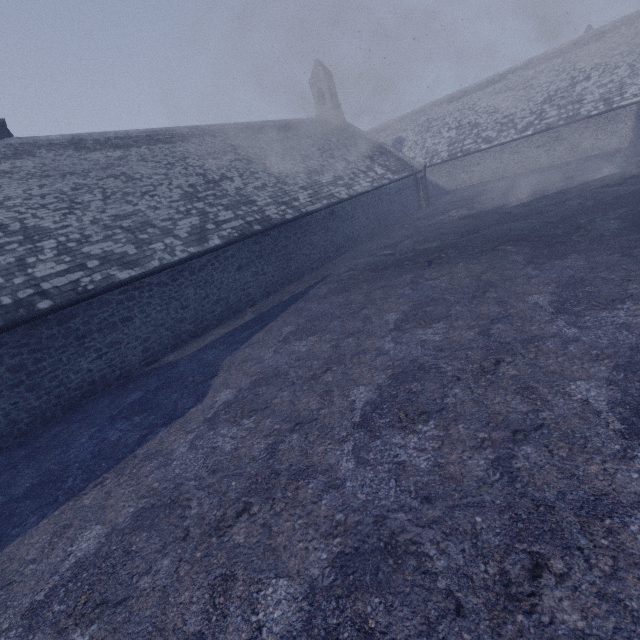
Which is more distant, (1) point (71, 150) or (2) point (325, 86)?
(2) point (325, 86)
